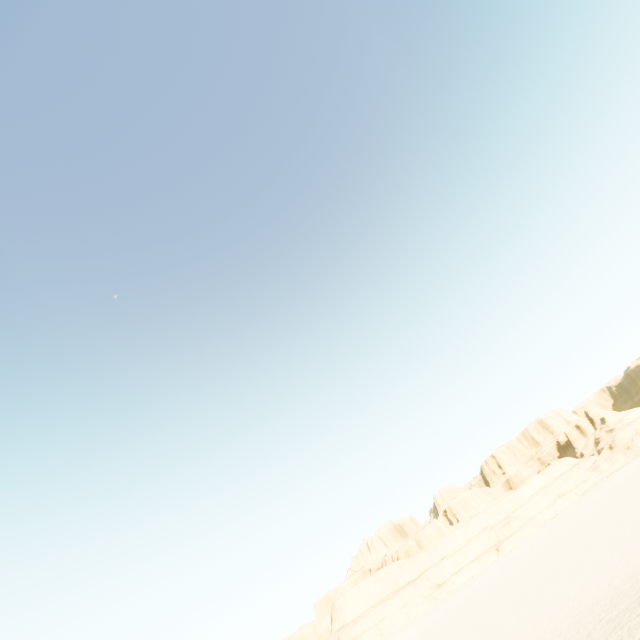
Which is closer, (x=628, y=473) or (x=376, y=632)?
(x=628, y=473)
